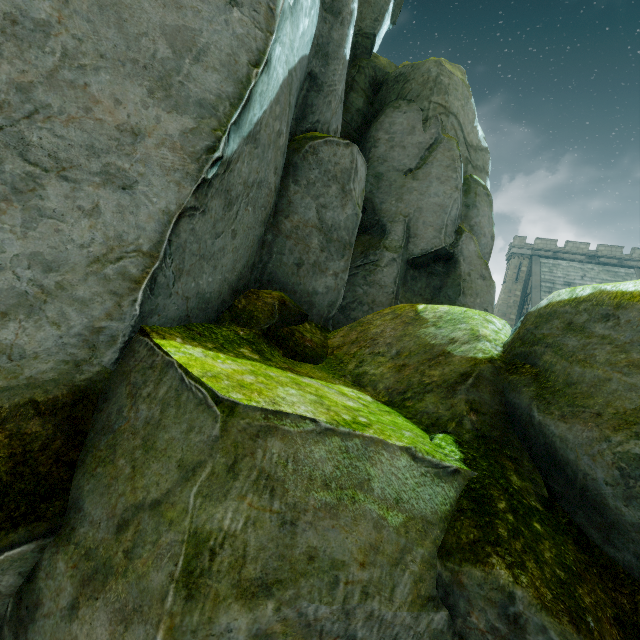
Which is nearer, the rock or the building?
the rock

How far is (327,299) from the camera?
6.0 meters

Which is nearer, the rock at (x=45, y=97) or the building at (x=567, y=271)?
the rock at (x=45, y=97)

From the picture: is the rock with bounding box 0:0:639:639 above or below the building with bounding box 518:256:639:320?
below

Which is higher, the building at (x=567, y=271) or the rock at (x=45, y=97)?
the building at (x=567, y=271)
